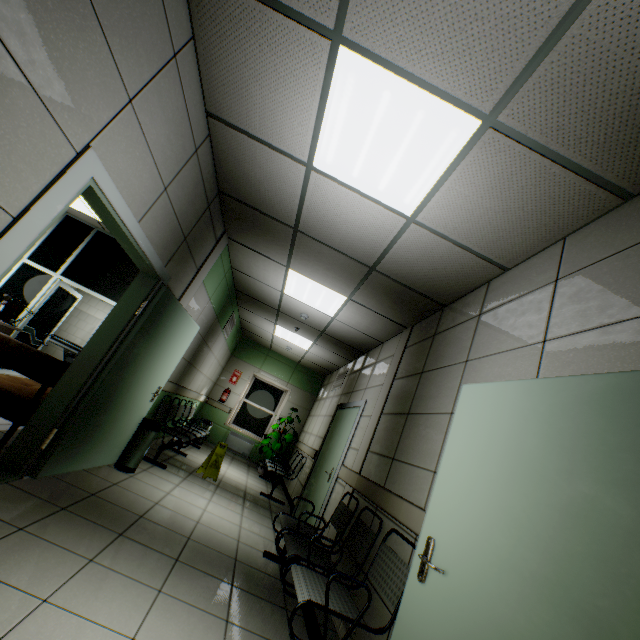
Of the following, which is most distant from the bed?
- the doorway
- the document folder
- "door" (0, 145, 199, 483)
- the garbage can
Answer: "door" (0, 145, 199, 483)

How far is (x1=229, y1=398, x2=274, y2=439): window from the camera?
9.61m

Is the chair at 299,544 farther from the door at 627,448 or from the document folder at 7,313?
the document folder at 7,313

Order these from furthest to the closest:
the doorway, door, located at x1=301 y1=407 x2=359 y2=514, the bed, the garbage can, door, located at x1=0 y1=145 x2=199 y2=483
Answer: the bed
the doorway
door, located at x1=301 y1=407 x2=359 y2=514
the garbage can
door, located at x1=0 y1=145 x2=199 y2=483

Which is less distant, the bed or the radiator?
the bed

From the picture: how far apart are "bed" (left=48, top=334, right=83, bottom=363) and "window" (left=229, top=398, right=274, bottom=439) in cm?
348

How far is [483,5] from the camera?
1.5 meters

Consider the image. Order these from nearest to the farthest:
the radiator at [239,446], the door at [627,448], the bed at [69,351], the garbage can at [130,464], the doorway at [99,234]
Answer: the door at [627,448]
the garbage can at [130,464]
the doorway at [99,234]
the bed at [69,351]
the radiator at [239,446]
